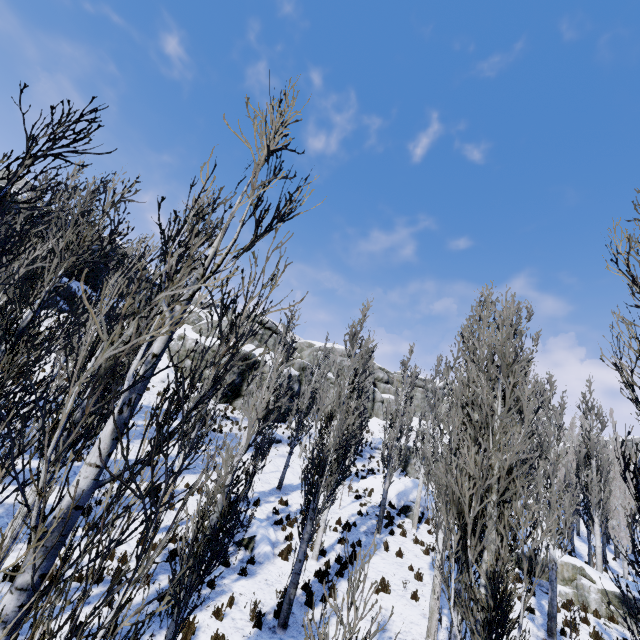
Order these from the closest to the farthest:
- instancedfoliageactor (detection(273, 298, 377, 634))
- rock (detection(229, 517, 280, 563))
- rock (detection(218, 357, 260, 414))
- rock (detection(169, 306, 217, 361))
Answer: instancedfoliageactor (detection(273, 298, 377, 634)) < rock (detection(229, 517, 280, 563)) < rock (detection(218, 357, 260, 414)) < rock (detection(169, 306, 217, 361))

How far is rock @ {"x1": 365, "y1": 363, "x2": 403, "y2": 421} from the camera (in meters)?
46.67

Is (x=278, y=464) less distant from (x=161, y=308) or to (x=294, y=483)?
(x=294, y=483)

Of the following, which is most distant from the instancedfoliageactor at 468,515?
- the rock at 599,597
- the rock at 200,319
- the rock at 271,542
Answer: the rock at 271,542

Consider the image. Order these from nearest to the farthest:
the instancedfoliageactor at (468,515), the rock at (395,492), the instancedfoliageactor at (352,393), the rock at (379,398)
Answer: the instancedfoliageactor at (468,515), the instancedfoliageactor at (352,393), the rock at (395,492), the rock at (379,398)

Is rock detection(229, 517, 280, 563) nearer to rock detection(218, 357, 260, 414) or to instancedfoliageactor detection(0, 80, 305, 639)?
instancedfoliageactor detection(0, 80, 305, 639)

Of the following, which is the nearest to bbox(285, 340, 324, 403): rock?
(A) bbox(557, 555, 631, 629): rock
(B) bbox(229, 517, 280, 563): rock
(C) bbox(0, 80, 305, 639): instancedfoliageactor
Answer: (C) bbox(0, 80, 305, 639): instancedfoliageactor
